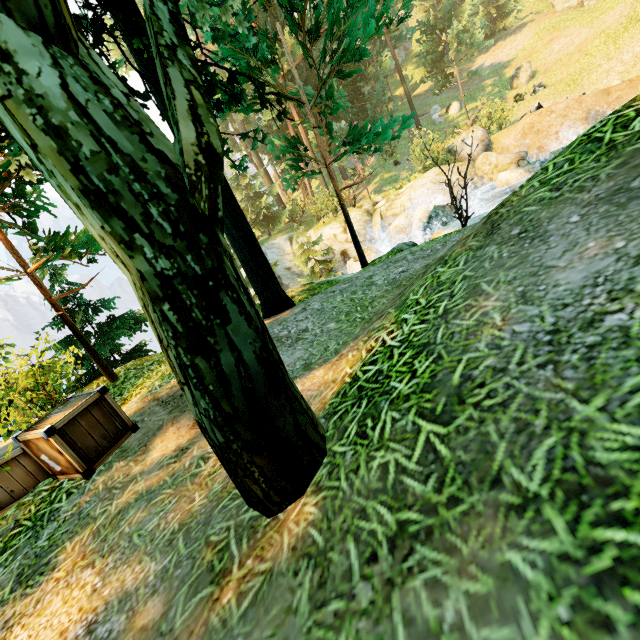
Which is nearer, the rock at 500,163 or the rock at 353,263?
the rock at 500,163

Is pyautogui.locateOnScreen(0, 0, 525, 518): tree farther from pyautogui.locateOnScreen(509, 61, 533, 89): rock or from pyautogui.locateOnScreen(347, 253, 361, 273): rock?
pyautogui.locateOnScreen(347, 253, 361, 273): rock

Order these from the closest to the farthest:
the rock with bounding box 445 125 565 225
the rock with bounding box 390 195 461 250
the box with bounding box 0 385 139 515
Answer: the box with bounding box 0 385 139 515 → the rock with bounding box 390 195 461 250 → the rock with bounding box 445 125 565 225

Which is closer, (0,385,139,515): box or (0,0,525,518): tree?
(0,0,525,518): tree

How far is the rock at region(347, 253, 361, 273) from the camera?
19.4m

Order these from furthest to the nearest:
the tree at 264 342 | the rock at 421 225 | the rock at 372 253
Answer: the rock at 372 253, the rock at 421 225, the tree at 264 342

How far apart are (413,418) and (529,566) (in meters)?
0.87

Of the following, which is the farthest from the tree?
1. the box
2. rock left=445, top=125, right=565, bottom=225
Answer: rock left=445, top=125, right=565, bottom=225
